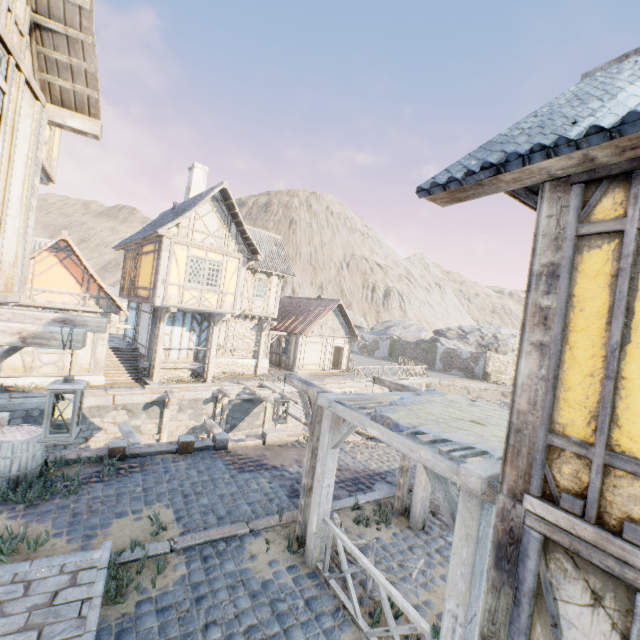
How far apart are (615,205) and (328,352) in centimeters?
2430cm

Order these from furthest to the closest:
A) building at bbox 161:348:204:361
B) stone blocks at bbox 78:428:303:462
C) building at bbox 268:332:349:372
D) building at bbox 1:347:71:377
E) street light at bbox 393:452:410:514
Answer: building at bbox 268:332:349:372 < building at bbox 161:348:204:361 < building at bbox 1:347:71:377 < stone blocks at bbox 78:428:303:462 < street light at bbox 393:452:410:514

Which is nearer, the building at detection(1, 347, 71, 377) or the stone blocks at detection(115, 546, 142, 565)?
the stone blocks at detection(115, 546, 142, 565)

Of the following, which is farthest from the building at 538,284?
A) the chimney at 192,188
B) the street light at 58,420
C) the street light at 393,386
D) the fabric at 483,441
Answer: the chimney at 192,188

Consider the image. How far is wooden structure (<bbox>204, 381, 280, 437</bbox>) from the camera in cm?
1184

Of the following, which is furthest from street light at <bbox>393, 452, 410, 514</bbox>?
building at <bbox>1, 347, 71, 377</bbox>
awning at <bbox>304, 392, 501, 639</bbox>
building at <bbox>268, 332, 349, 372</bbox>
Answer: building at <bbox>268, 332, 349, 372</bbox>

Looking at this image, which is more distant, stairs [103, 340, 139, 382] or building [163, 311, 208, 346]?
building [163, 311, 208, 346]

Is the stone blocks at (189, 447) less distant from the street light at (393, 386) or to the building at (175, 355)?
the street light at (393, 386)
